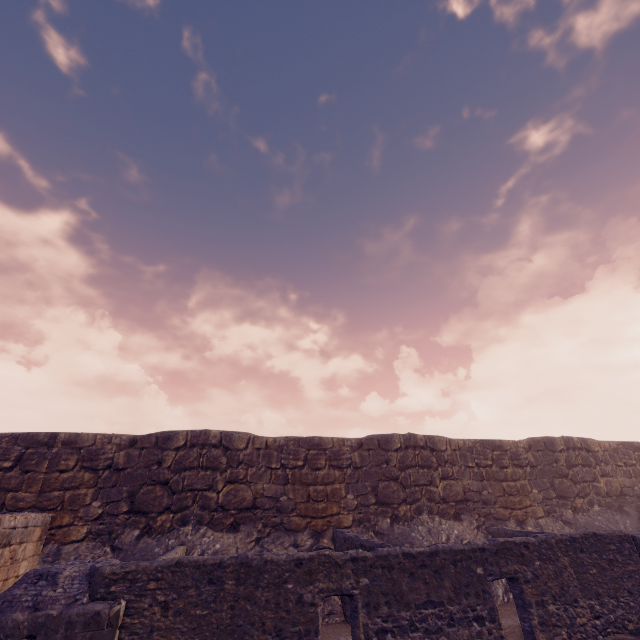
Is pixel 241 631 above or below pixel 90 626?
below
